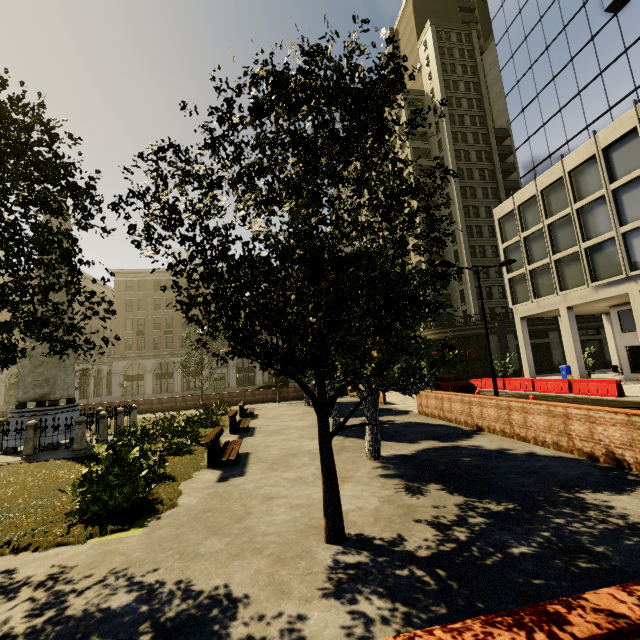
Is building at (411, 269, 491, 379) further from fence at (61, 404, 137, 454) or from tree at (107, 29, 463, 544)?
fence at (61, 404, 137, 454)

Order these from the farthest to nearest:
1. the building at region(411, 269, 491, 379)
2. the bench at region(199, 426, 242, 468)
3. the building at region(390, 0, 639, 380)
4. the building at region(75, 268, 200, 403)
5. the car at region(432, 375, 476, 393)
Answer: the building at region(75, 268, 200, 403), the building at region(411, 269, 491, 379), the car at region(432, 375, 476, 393), the building at region(390, 0, 639, 380), the bench at region(199, 426, 242, 468)

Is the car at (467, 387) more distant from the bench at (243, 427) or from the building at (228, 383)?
the bench at (243, 427)

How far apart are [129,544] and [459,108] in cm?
6174

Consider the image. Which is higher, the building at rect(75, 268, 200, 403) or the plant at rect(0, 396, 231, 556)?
the building at rect(75, 268, 200, 403)

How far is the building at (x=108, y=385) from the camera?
47.3 meters

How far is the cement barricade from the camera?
17.19m

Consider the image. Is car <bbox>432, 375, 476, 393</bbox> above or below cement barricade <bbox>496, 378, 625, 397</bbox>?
above
